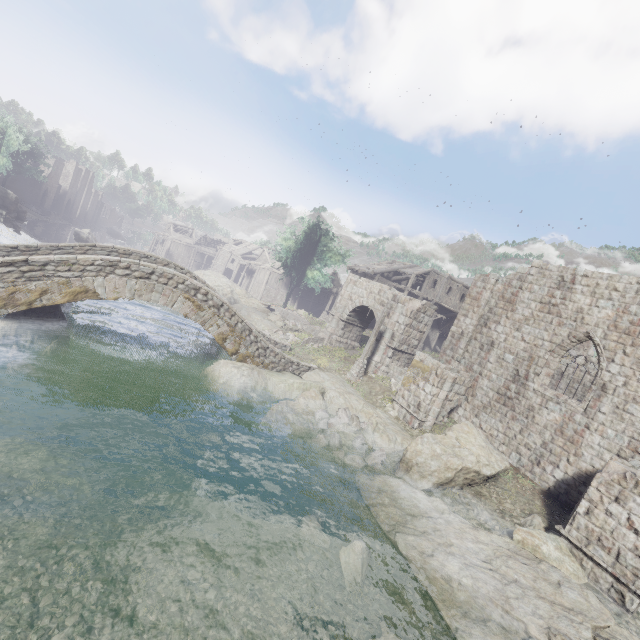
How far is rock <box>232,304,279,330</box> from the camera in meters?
27.9 m

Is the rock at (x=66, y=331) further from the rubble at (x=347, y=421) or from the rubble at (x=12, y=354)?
the rubble at (x=347, y=421)

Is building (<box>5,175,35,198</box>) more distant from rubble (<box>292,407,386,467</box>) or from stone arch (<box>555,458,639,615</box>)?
rubble (<box>292,407,386,467</box>)

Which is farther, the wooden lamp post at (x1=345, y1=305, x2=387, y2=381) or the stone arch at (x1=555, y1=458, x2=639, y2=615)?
the wooden lamp post at (x1=345, y1=305, x2=387, y2=381)

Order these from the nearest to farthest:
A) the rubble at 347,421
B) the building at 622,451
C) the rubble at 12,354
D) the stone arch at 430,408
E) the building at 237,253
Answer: the rubble at 12,354 → the building at 622,451 → the rubble at 347,421 → the stone arch at 430,408 → the building at 237,253

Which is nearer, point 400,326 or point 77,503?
point 77,503

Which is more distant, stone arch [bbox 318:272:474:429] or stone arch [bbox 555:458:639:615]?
stone arch [bbox 318:272:474:429]

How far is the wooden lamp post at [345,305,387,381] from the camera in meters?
20.9 m
